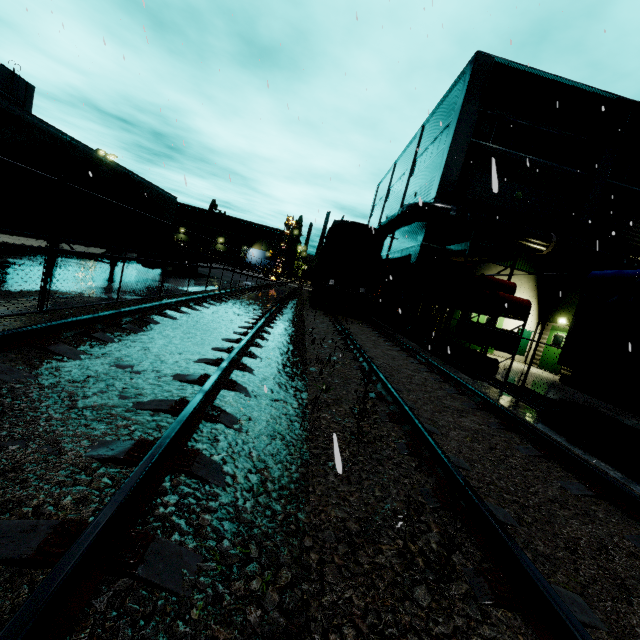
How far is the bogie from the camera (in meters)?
17.30

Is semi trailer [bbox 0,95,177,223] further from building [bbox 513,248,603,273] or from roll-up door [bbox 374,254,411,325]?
roll-up door [bbox 374,254,411,325]

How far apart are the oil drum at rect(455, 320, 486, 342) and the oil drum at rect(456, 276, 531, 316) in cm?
41

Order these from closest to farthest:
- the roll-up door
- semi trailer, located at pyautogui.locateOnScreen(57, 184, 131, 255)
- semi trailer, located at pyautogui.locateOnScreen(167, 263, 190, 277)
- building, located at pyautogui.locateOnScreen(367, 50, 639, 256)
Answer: semi trailer, located at pyautogui.locateOnScreen(57, 184, 131, 255) → building, located at pyautogui.locateOnScreen(367, 50, 639, 256) → semi trailer, located at pyautogui.locateOnScreen(167, 263, 190, 277) → the roll-up door

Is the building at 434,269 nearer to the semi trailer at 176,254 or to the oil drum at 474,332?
the semi trailer at 176,254

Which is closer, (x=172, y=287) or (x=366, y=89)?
(x=366, y=89)

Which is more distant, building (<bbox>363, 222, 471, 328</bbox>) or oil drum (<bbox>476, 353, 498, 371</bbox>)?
building (<bbox>363, 222, 471, 328</bbox>)

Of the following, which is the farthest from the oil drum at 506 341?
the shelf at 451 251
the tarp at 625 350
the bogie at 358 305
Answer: the bogie at 358 305
